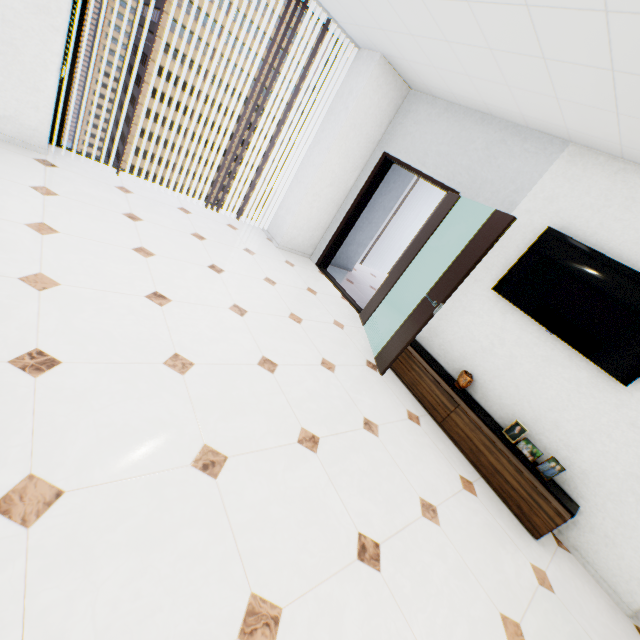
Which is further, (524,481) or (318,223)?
(318,223)

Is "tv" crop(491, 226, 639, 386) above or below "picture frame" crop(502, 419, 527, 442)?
above

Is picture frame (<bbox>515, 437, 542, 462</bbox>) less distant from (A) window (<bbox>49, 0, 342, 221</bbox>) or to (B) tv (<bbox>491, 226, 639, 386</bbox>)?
(B) tv (<bbox>491, 226, 639, 386</bbox>)

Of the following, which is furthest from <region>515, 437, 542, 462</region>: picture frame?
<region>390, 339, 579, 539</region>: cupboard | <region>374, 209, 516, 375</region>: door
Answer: <region>374, 209, 516, 375</region>: door

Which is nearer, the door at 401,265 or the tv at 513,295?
the tv at 513,295

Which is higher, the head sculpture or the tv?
the tv

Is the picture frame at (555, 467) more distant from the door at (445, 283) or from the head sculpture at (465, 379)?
the door at (445, 283)

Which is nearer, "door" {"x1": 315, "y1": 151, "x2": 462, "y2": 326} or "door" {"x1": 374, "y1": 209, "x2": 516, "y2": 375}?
"door" {"x1": 374, "y1": 209, "x2": 516, "y2": 375}
